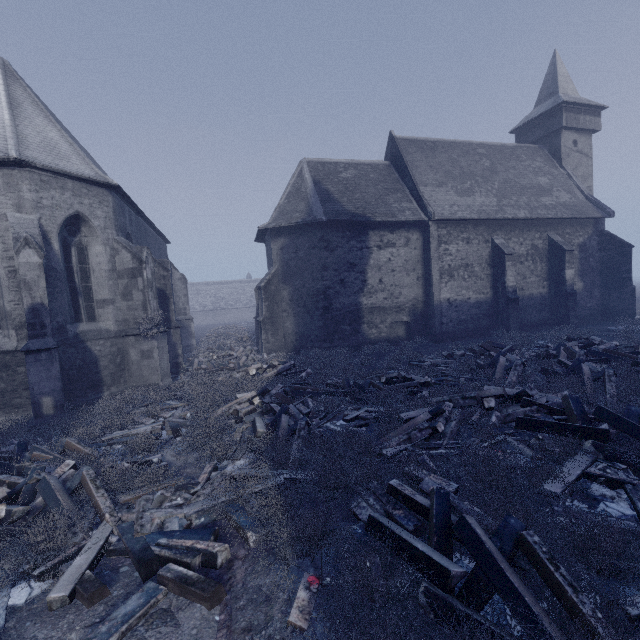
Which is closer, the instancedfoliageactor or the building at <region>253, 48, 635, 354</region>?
the instancedfoliageactor

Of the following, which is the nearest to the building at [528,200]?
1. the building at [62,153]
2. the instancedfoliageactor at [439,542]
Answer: the building at [62,153]

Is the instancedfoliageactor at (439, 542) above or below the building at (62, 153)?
below

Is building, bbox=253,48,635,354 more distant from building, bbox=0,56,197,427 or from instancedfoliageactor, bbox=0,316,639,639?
instancedfoliageactor, bbox=0,316,639,639

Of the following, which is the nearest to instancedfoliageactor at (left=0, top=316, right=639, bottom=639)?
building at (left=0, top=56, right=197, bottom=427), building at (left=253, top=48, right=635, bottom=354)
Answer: building at (left=0, top=56, right=197, bottom=427)

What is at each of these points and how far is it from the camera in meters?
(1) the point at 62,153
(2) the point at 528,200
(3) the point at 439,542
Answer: (1) building, 10.7 m
(2) building, 20.4 m
(3) instancedfoliageactor, 3.4 m

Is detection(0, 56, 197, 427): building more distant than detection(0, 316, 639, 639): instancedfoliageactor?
Yes
